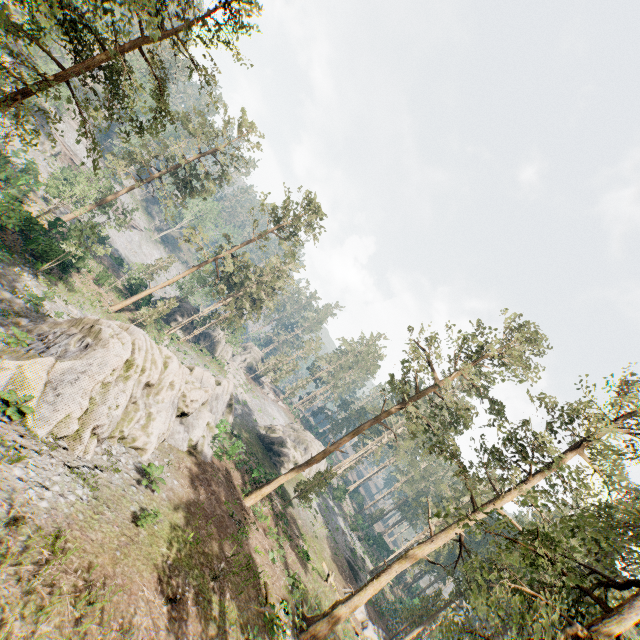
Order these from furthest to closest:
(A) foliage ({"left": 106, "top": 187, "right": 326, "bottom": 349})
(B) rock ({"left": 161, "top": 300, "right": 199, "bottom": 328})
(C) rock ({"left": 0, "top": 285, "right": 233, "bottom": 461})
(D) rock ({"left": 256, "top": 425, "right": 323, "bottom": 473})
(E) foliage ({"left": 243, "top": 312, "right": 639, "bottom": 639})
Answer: (B) rock ({"left": 161, "top": 300, "right": 199, "bottom": 328})
(D) rock ({"left": 256, "top": 425, "right": 323, "bottom": 473})
(A) foliage ({"left": 106, "top": 187, "right": 326, "bottom": 349})
(C) rock ({"left": 0, "top": 285, "right": 233, "bottom": 461})
(E) foliage ({"left": 243, "top": 312, "right": 639, "bottom": 639})

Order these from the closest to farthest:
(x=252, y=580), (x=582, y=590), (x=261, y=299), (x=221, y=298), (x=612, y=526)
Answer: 1. (x=612, y=526)
2. (x=582, y=590)
3. (x=252, y=580)
4. (x=261, y=299)
5. (x=221, y=298)

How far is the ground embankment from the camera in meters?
57.0 m

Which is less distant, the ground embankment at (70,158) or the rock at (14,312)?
the rock at (14,312)

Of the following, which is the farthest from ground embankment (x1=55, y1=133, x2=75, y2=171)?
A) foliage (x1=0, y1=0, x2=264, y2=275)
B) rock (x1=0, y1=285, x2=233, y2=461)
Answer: rock (x1=0, y1=285, x2=233, y2=461)

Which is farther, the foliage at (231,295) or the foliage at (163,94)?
the foliage at (231,295)

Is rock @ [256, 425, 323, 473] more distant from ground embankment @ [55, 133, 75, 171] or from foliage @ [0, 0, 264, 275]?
ground embankment @ [55, 133, 75, 171]
